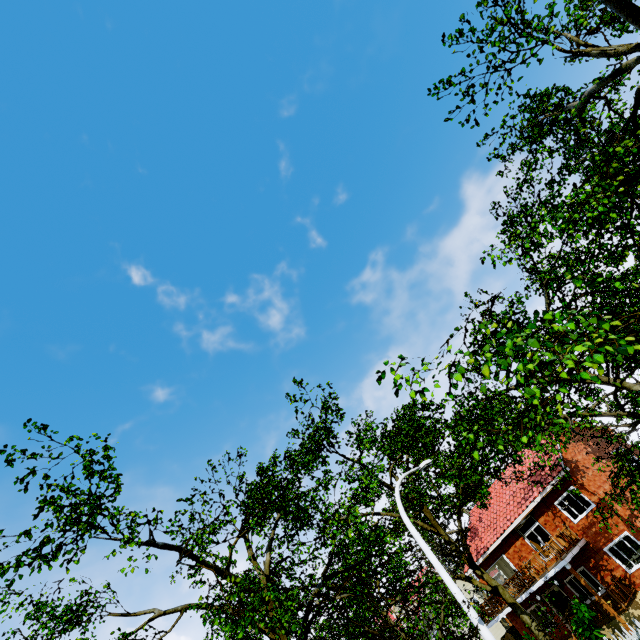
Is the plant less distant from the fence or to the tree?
the fence

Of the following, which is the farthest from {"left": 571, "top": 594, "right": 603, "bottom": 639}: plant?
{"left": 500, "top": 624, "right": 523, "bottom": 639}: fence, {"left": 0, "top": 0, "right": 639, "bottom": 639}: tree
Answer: {"left": 0, "top": 0, "right": 639, "bottom": 639}: tree

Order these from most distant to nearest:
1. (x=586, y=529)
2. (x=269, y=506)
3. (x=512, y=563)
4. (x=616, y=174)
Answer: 1. (x=512, y=563)
2. (x=586, y=529)
3. (x=269, y=506)
4. (x=616, y=174)

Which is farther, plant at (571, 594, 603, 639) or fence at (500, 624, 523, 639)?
fence at (500, 624, 523, 639)

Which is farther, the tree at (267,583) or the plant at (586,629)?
the plant at (586,629)

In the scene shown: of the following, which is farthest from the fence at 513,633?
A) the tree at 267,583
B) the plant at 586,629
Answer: the plant at 586,629
